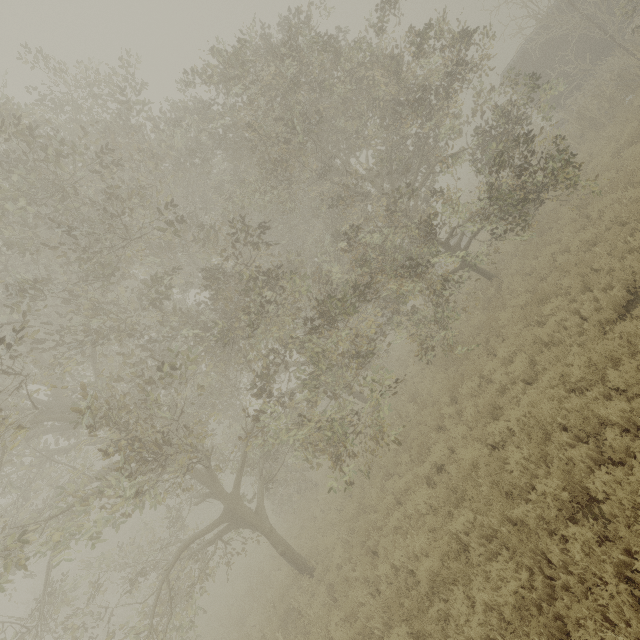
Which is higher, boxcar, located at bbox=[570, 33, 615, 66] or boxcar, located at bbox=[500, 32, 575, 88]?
boxcar, located at bbox=[500, 32, 575, 88]

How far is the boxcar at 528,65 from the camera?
17.7 meters

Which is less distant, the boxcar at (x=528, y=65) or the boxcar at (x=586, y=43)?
the boxcar at (x=586, y=43)

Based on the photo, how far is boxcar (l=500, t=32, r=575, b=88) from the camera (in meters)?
17.69

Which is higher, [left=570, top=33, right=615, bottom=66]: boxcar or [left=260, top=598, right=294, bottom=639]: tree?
[left=570, top=33, right=615, bottom=66]: boxcar

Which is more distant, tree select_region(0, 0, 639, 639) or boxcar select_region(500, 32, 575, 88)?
boxcar select_region(500, 32, 575, 88)

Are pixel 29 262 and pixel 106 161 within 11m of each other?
yes
